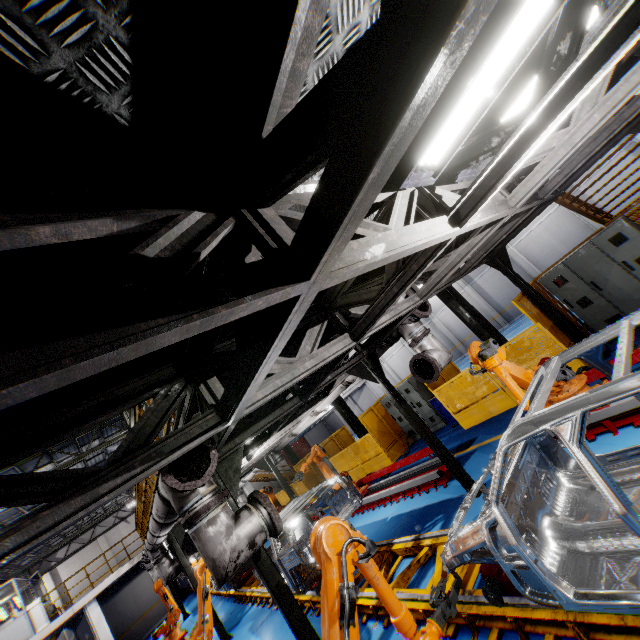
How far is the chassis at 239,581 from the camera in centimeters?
1236cm

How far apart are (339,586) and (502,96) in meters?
4.2 m

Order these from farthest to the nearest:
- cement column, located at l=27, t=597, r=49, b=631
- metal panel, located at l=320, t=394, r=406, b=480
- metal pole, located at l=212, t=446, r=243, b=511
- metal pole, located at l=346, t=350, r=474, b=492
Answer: cement column, located at l=27, t=597, r=49, b=631
metal panel, located at l=320, t=394, r=406, b=480
metal pole, located at l=346, t=350, r=474, b=492
metal pole, located at l=212, t=446, r=243, b=511

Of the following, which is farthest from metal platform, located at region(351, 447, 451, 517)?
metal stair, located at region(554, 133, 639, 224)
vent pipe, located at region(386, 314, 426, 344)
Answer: metal stair, located at region(554, 133, 639, 224)

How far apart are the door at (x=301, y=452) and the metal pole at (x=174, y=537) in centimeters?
3043cm

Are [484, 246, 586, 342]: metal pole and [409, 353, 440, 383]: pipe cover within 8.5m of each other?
yes

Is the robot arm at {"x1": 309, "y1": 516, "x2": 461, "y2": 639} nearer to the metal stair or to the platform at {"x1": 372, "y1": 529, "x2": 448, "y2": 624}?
the platform at {"x1": 372, "y1": 529, "x2": 448, "y2": 624}

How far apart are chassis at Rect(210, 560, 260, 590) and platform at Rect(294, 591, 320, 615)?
0.0m
